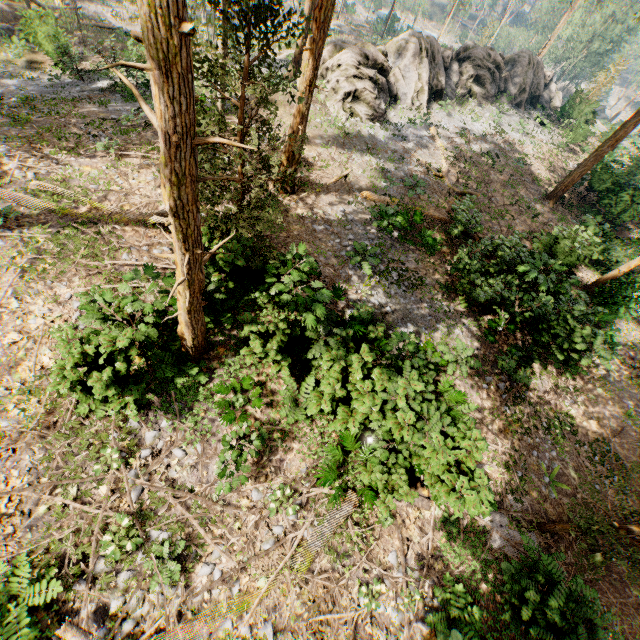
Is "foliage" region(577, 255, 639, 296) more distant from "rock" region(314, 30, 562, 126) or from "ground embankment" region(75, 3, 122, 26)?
"ground embankment" region(75, 3, 122, 26)

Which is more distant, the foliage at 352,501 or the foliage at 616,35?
the foliage at 616,35

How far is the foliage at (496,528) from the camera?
8.3m

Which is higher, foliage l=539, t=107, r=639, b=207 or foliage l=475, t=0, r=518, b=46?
foliage l=539, t=107, r=639, b=207

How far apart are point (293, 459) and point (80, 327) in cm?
712

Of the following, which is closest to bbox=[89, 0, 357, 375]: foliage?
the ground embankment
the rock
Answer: the rock
